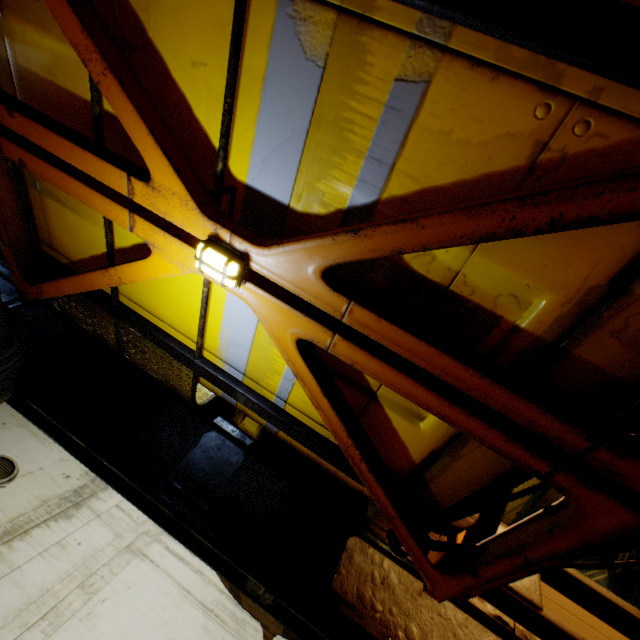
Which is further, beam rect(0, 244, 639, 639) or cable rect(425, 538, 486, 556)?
beam rect(0, 244, 639, 639)

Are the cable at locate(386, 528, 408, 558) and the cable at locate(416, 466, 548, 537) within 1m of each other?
yes

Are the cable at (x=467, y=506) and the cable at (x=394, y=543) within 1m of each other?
yes

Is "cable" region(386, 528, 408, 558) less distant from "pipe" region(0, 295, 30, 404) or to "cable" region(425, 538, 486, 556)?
"cable" region(425, 538, 486, 556)

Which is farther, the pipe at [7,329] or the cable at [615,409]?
the pipe at [7,329]

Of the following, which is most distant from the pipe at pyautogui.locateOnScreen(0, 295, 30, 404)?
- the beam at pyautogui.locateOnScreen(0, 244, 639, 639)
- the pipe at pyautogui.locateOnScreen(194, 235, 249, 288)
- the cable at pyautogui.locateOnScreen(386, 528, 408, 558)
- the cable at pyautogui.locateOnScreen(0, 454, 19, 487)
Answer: the cable at pyautogui.locateOnScreen(0, 454, 19, 487)

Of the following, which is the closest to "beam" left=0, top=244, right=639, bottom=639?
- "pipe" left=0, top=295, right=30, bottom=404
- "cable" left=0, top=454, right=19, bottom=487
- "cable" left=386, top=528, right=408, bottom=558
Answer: "pipe" left=0, top=295, right=30, bottom=404

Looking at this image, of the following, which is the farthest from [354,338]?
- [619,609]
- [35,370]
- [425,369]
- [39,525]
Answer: [39,525]
